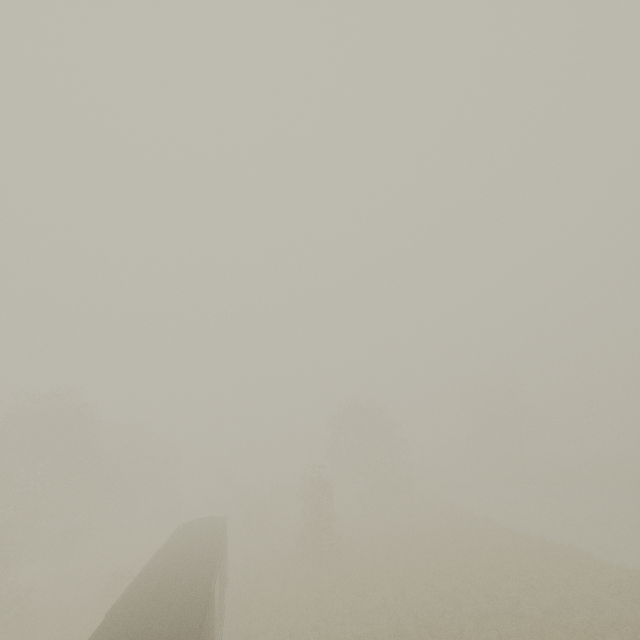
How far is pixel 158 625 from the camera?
9.9m

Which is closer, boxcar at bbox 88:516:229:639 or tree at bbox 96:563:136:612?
boxcar at bbox 88:516:229:639

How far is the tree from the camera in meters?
23.6 m

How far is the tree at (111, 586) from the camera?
23.61m

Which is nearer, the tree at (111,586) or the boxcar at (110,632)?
the boxcar at (110,632)

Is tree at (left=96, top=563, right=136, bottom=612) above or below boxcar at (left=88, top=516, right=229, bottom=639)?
Result: below
